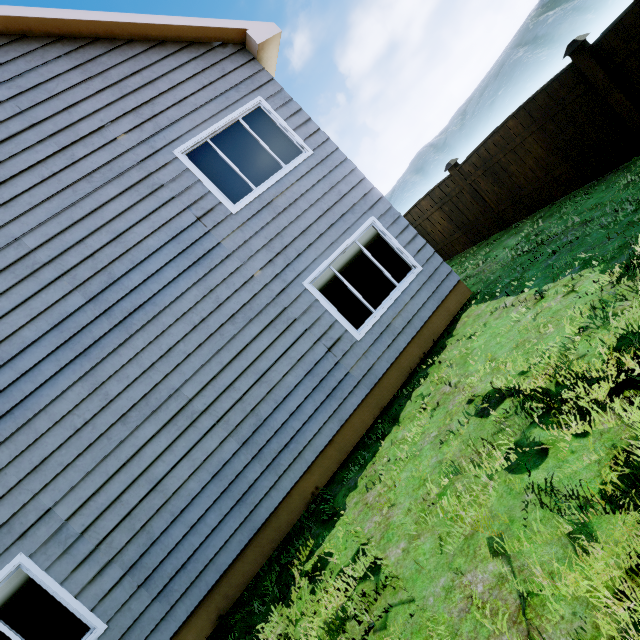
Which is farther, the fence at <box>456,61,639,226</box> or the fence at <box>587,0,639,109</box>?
the fence at <box>456,61,639,226</box>

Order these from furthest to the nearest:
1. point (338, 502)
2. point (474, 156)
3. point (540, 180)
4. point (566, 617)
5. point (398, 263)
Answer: point (474, 156), point (540, 180), point (398, 263), point (338, 502), point (566, 617)

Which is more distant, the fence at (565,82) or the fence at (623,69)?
the fence at (565,82)

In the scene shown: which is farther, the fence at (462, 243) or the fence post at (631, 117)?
the fence at (462, 243)

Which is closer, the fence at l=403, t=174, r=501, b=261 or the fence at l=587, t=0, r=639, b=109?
the fence at l=587, t=0, r=639, b=109

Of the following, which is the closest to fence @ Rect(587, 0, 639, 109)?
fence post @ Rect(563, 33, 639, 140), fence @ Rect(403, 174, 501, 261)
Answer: fence post @ Rect(563, 33, 639, 140)

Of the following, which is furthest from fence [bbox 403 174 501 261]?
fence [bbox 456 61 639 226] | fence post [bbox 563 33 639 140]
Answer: fence post [bbox 563 33 639 140]

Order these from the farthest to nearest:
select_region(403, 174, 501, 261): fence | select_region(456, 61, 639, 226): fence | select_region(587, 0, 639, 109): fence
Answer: select_region(403, 174, 501, 261): fence → select_region(456, 61, 639, 226): fence → select_region(587, 0, 639, 109): fence
